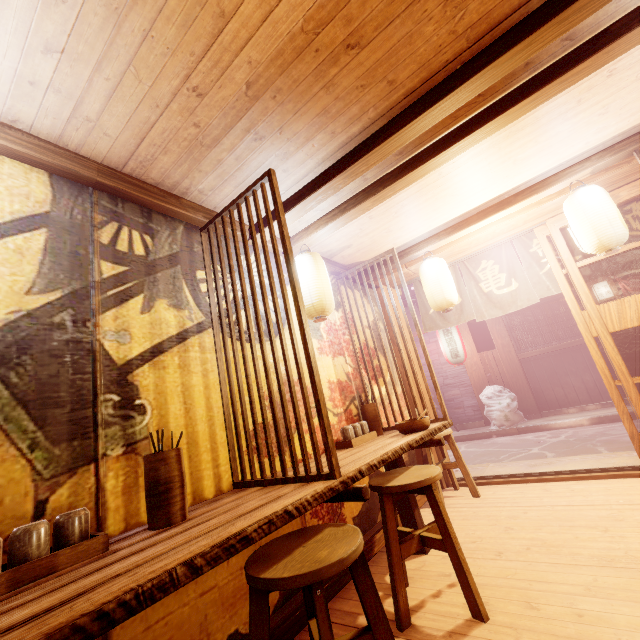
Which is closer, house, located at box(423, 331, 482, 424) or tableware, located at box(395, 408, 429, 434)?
tableware, located at box(395, 408, 429, 434)

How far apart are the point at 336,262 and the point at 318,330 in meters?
2.0 m

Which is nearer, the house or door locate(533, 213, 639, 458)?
door locate(533, 213, 639, 458)

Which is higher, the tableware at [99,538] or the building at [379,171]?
the building at [379,171]

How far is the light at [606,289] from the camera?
12.73m

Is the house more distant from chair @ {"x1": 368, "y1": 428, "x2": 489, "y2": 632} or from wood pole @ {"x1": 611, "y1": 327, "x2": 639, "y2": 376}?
chair @ {"x1": 368, "y1": 428, "x2": 489, "y2": 632}

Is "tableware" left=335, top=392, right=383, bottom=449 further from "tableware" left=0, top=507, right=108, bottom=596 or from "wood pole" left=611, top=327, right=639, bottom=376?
"wood pole" left=611, top=327, right=639, bottom=376

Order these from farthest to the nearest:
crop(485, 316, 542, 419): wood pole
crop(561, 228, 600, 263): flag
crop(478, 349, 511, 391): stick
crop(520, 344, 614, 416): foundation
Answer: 1. crop(478, 349, 511, 391): stick
2. crop(485, 316, 542, 419): wood pole
3. crop(520, 344, 614, 416): foundation
4. crop(561, 228, 600, 263): flag
